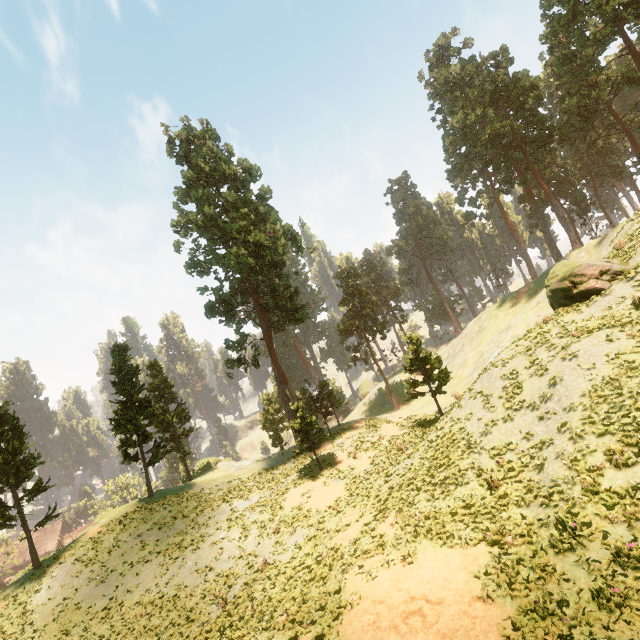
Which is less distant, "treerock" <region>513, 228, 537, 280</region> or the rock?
the rock

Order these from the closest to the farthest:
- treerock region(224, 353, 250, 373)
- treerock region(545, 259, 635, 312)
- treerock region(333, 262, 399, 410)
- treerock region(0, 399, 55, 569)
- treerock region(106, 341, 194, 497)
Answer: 1. treerock region(545, 259, 635, 312)
2. treerock region(0, 399, 55, 569)
3. treerock region(106, 341, 194, 497)
4. treerock region(224, 353, 250, 373)
5. treerock region(333, 262, 399, 410)

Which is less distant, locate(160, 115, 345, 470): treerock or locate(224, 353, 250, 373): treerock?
locate(160, 115, 345, 470): treerock

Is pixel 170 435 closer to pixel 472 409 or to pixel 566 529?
pixel 472 409

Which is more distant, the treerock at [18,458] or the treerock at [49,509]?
the treerock at [49,509]

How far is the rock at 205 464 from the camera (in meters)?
45.34
